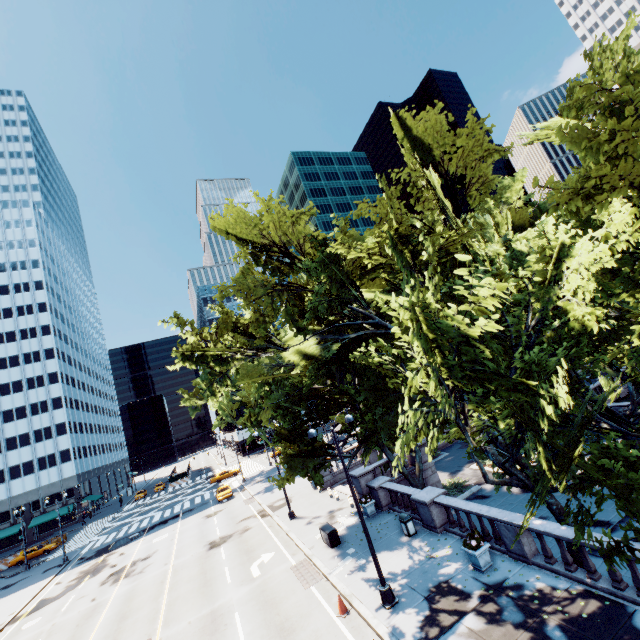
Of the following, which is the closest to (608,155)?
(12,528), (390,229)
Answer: (390,229)

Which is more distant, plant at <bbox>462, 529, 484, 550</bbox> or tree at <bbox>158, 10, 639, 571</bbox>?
plant at <bbox>462, 529, 484, 550</bbox>

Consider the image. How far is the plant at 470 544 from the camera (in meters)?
12.70

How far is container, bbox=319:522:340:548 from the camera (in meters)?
18.59

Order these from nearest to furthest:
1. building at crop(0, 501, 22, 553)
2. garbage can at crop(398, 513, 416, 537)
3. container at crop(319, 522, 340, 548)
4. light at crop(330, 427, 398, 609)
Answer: light at crop(330, 427, 398, 609) < garbage can at crop(398, 513, 416, 537) < container at crop(319, 522, 340, 548) < building at crop(0, 501, 22, 553)

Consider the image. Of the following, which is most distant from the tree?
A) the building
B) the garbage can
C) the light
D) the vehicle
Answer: the building

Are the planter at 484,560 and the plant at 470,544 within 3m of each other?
yes

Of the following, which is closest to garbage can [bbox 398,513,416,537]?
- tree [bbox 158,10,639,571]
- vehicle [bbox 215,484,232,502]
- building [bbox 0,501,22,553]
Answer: tree [bbox 158,10,639,571]
